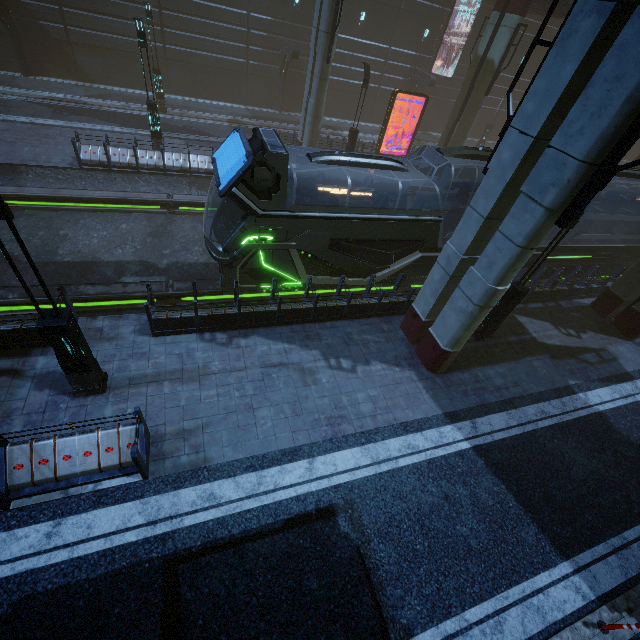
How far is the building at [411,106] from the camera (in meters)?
30.70

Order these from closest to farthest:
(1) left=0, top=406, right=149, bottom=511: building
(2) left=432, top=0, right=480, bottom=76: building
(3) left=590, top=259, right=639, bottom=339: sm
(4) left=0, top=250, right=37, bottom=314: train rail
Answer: (1) left=0, top=406, right=149, bottom=511: building → (4) left=0, top=250, right=37, bottom=314: train rail → (3) left=590, top=259, right=639, bottom=339: sm → (2) left=432, top=0, right=480, bottom=76: building

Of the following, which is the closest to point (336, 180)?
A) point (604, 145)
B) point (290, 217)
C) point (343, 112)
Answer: point (290, 217)

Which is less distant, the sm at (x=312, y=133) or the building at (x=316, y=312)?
the building at (x=316, y=312)

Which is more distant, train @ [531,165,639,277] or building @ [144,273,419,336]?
train @ [531,165,639,277]

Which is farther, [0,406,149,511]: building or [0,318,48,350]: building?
[0,318,48,350]: building

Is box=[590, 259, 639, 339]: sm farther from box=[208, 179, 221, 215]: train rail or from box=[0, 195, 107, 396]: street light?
box=[0, 195, 107, 396]: street light

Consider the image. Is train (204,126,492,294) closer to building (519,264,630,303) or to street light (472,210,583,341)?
building (519,264,630,303)
